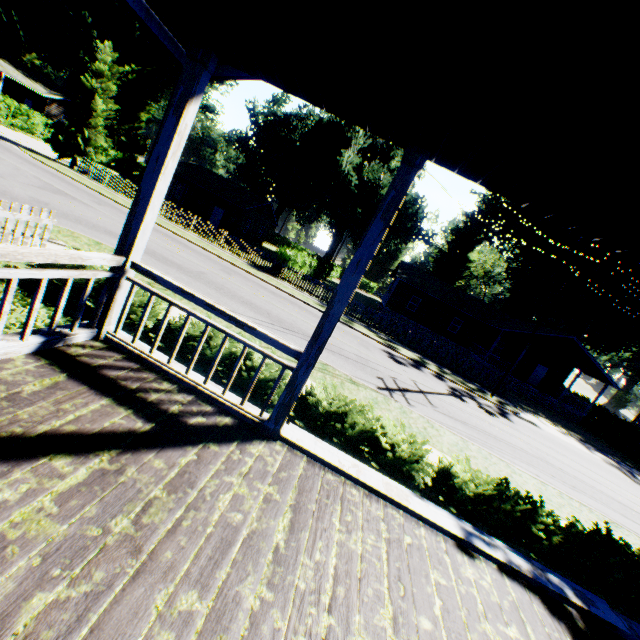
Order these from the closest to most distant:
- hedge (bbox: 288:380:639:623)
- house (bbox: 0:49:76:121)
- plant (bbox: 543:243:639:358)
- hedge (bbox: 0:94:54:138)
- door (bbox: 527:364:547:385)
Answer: hedge (bbox: 288:380:639:623) < hedge (bbox: 0:94:54:138) < door (bbox: 527:364:547:385) < house (bbox: 0:49:76:121) < plant (bbox: 543:243:639:358)

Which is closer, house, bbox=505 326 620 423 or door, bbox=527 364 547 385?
house, bbox=505 326 620 423

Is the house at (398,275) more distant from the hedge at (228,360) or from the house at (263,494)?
the hedge at (228,360)

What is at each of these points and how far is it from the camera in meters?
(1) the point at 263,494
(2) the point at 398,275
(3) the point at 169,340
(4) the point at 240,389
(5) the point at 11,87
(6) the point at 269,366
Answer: (1) house, 2.9 m
(2) house, 34.0 m
(3) hedge, 6.1 m
(4) hedge, 6.2 m
(5) house, 39.8 m
(6) hedge, 6.1 m

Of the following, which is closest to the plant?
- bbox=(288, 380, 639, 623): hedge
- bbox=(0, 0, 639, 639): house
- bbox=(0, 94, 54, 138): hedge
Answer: bbox=(0, 0, 639, 639): house

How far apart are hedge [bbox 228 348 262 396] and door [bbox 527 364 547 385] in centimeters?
3648cm

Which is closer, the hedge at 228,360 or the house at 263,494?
Answer: the house at 263,494
